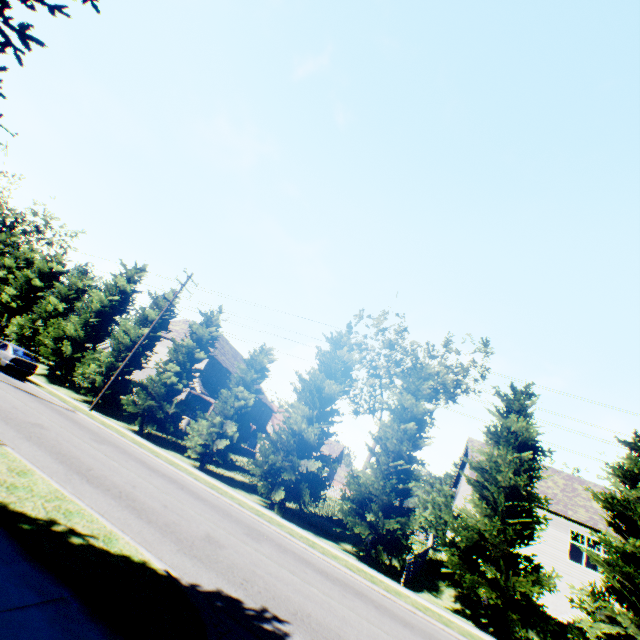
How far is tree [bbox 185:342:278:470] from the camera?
19.8 meters

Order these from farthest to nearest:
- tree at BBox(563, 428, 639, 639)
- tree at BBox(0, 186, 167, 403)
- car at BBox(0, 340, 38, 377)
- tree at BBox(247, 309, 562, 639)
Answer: tree at BBox(0, 186, 167, 403) → car at BBox(0, 340, 38, 377) → tree at BBox(247, 309, 562, 639) → tree at BBox(563, 428, 639, 639)

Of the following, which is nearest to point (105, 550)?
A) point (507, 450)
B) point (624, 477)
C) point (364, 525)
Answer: point (364, 525)

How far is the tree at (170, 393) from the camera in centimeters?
2205cm

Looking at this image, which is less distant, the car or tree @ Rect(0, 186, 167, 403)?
the car

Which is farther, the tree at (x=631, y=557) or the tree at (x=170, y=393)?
the tree at (x=170, y=393)

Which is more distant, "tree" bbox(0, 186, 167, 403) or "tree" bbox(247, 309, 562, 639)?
"tree" bbox(0, 186, 167, 403)
